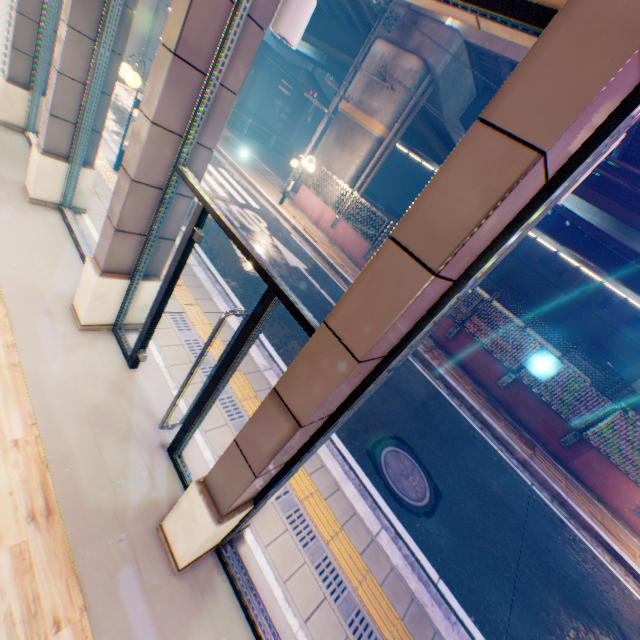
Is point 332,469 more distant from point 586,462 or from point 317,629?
point 586,462

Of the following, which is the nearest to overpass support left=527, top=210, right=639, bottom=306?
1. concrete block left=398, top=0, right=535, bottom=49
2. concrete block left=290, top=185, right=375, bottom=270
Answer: concrete block left=290, top=185, right=375, bottom=270

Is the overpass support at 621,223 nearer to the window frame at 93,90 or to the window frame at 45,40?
the window frame at 45,40

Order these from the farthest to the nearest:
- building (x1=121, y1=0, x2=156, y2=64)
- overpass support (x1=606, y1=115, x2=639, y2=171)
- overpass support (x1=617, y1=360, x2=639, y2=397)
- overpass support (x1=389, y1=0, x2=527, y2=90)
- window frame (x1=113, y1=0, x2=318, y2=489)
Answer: overpass support (x1=617, y1=360, x2=639, y2=397), building (x1=121, y1=0, x2=156, y2=64), overpass support (x1=389, y1=0, x2=527, y2=90), overpass support (x1=606, y1=115, x2=639, y2=171), window frame (x1=113, y1=0, x2=318, y2=489)

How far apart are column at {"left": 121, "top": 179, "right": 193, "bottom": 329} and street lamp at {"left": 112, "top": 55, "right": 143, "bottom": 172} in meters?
4.7 m

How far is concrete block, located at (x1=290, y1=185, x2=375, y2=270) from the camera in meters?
13.8

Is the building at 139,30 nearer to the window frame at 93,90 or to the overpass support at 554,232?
the overpass support at 554,232

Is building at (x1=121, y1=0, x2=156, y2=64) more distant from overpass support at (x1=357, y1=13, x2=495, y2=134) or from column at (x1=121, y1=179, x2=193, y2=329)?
column at (x1=121, y1=179, x2=193, y2=329)
